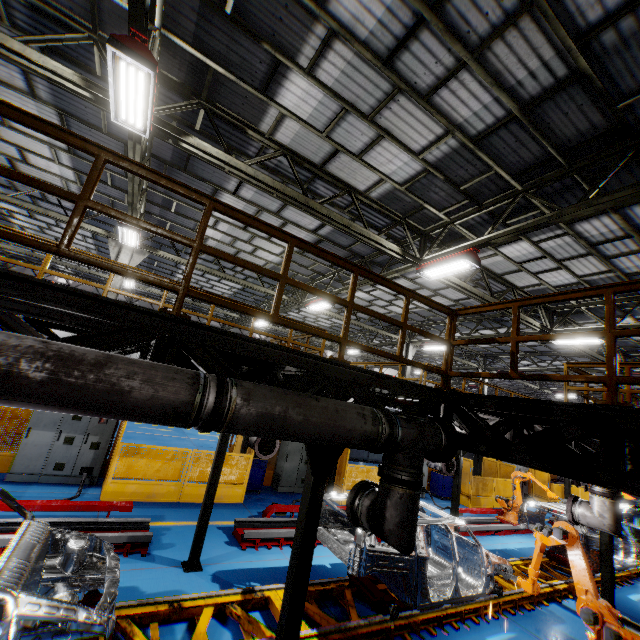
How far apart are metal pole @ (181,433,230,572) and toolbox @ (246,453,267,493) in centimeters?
479cm

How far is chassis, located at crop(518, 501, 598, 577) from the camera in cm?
904

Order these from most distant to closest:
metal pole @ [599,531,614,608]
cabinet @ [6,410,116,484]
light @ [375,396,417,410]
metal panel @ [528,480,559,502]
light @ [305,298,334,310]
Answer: metal panel @ [528,480,559,502] < light @ [305,298,334,310] < cabinet @ [6,410,116,484] < metal pole @ [599,531,614,608] < light @ [375,396,417,410]

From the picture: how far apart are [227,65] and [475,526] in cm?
1541

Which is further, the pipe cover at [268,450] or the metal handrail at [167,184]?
the pipe cover at [268,450]

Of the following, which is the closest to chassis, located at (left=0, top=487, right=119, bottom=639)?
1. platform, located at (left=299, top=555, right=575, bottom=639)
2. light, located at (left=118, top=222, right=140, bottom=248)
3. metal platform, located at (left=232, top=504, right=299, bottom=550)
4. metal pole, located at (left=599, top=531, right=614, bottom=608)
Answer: platform, located at (left=299, top=555, right=575, bottom=639)

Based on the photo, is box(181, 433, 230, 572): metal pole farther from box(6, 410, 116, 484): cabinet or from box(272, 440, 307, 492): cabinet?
box(272, 440, 307, 492): cabinet

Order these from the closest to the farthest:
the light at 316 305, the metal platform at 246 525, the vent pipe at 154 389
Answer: the vent pipe at 154 389 → the metal platform at 246 525 → the light at 316 305
